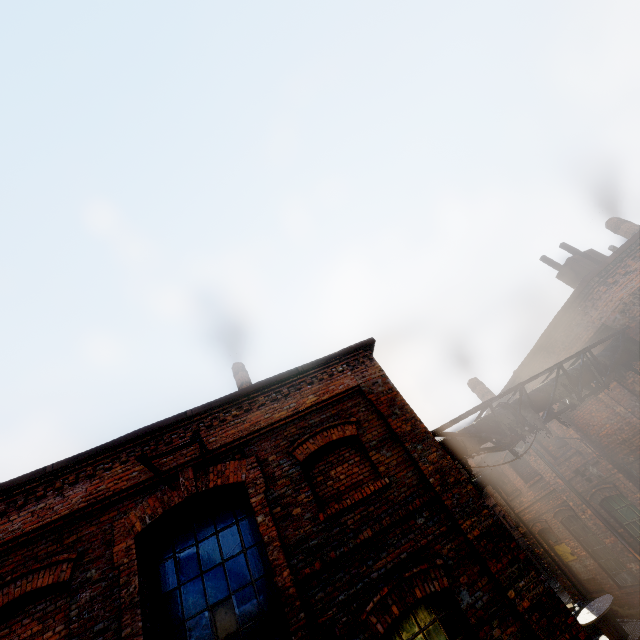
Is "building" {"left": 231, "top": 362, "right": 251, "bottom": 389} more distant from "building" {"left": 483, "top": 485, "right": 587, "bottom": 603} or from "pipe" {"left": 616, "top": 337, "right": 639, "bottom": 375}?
"building" {"left": 483, "top": 485, "right": 587, "bottom": 603}

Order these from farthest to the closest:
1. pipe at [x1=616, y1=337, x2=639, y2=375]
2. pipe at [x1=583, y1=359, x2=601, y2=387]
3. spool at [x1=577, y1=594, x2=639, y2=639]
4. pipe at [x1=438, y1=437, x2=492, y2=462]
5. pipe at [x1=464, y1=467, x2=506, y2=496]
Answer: pipe at [x1=464, y1=467, x2=506, y2=496]
spool at [x1=577, y1=594, x2=639, y2=639]
pipe at [x1=616, y1=337, x2=639, y2=375]
pipe at [x1=583, y1=359, x2=601, y2=387]
pipe at [x1=438, y1=437, x2=492, y2=462]

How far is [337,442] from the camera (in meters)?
6.57

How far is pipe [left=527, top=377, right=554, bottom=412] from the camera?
7.8 meters

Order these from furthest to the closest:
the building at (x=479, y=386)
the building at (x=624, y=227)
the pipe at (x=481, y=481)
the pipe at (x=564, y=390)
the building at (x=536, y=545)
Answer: the building at (x=479, y=386)
the pipe at (x=481, y=481)
the building at (x=536, y=545)
the building at (x=624, y=227)
the pipe at (x=564, y=390)

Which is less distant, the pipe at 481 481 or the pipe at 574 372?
the pipe at 574 372

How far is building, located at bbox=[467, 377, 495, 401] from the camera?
17.35m
